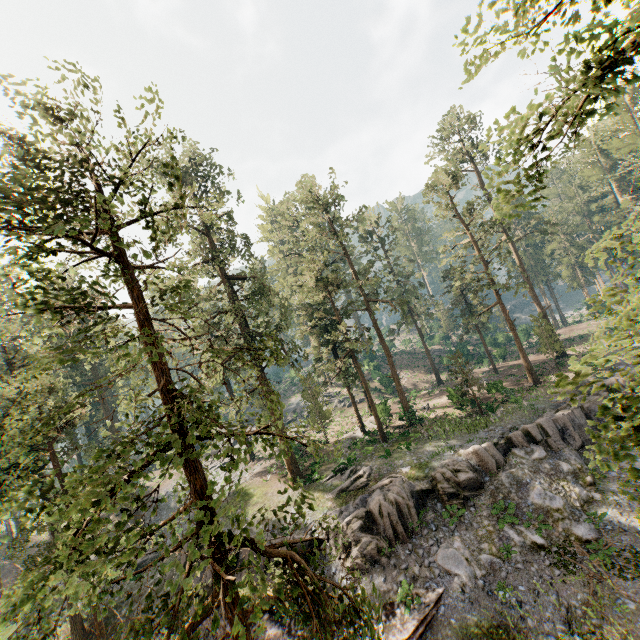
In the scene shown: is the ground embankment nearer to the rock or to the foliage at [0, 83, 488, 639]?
the rock

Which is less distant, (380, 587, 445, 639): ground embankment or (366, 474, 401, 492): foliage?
(380, 587, 445, 639): ground embankment

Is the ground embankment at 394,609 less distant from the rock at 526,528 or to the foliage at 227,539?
the rock at 526,528

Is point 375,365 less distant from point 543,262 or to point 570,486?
point 543,262

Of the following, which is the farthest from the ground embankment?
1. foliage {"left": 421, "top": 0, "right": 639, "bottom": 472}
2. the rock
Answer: foliage {"left": 421, "top": 0, "right": 639, "bottom": 472}

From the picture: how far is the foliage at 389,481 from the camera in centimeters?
2202cm
